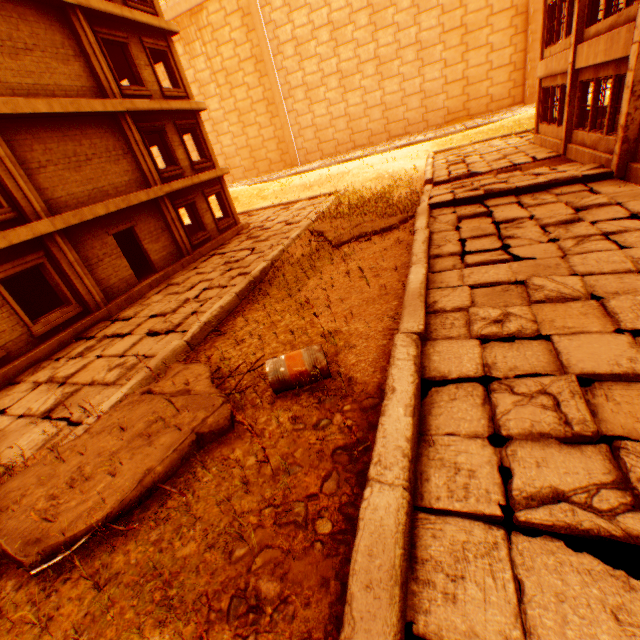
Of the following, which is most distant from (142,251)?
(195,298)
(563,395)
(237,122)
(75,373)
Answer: (237,122)

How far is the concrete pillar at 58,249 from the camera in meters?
9.9 m

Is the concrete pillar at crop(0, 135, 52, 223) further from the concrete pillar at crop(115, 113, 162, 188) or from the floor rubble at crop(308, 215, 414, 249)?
the floor rubble at crop(308, 215, 414, 249)

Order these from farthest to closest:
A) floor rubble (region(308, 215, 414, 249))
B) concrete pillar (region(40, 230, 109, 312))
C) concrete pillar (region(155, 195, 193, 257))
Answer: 1. concrete pillar (region(155, 195, 193, 257))
2. floor rubble (region(308, 215, 414, 249))
3. concrete pillar (region(40, 230, 109, 312))

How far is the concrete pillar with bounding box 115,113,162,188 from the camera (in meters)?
12.38

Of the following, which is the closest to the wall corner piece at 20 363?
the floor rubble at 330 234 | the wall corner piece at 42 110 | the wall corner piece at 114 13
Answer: the wall corner piece at 42 110

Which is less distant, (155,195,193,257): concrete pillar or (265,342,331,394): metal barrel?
(265,342,331,394): metal barrel

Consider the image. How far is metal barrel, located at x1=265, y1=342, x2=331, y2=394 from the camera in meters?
4.6 m
